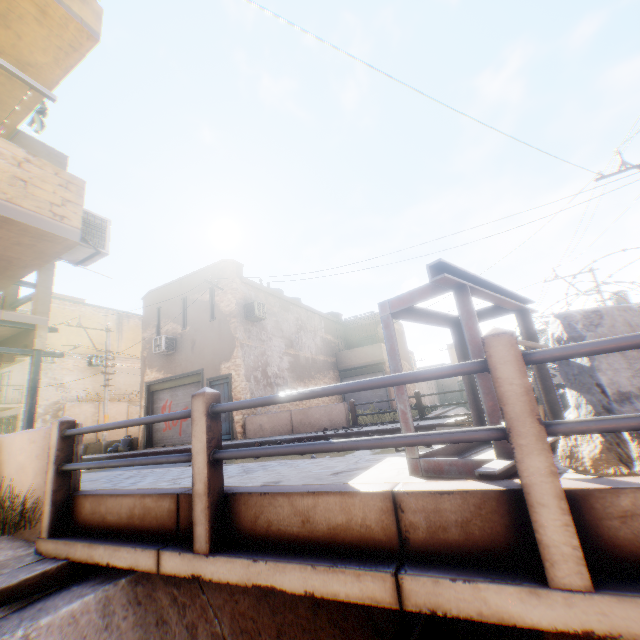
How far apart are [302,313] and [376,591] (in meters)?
19.12

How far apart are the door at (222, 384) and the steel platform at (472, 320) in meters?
9.8

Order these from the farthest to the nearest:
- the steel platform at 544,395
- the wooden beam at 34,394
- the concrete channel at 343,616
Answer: the wooden beam at 34,394 < the steel platform at 544,395 < the concrete channel at 343,616

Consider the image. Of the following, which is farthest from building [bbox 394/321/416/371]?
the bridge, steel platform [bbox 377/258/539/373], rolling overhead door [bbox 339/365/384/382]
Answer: steel platform [bbox 377/258/539/373]

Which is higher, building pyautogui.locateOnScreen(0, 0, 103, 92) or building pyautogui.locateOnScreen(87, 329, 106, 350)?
building pyautogui.locateOnScreen(0, 0, 103, 92)

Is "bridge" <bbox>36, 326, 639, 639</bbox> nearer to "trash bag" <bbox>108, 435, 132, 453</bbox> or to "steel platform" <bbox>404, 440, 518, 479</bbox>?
"steel platform" <bbox>404, 440, 518, 479</bbox>

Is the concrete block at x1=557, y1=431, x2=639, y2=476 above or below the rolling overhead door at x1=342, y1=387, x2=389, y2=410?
below

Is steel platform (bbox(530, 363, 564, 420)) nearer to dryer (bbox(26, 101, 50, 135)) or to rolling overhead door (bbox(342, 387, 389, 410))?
rolling overhead door (bbox(342, 387, 389, 410))
